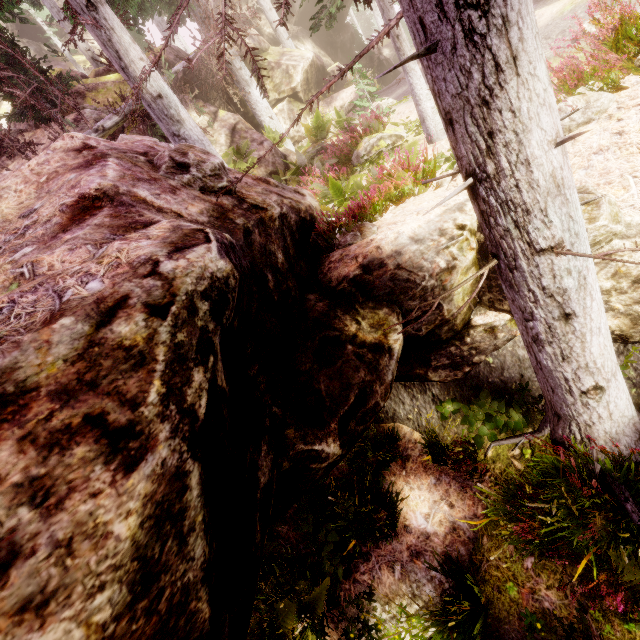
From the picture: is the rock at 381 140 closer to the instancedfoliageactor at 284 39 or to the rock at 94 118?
the instancedfoliageactor at 284 39

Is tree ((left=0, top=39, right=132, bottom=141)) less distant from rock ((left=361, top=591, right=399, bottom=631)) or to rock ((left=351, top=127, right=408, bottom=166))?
rock ((left=361, top=591, right=399, bottom=631))

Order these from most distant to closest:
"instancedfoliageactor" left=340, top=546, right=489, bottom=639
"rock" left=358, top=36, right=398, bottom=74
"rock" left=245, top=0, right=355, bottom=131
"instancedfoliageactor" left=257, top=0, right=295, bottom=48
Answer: "rock" left=358, top=36, right=398, bottom=74, "rock" left=245, top=0, right=355, bottom=131, "instancedfoliageactor" left=340, top=546, right=489, bottom=639, "instancedfoliageactor" left=257, top=0, right=295, bottom=48

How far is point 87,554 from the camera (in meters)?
0.91

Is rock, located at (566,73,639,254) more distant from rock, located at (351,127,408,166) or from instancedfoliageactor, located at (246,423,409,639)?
rock, located at (351,127,408,166)

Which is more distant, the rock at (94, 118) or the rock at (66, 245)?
the rock at (94, 118)

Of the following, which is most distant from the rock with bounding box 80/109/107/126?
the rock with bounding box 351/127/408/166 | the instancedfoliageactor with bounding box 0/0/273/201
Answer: the rock with bounding box 351/127/408/166
